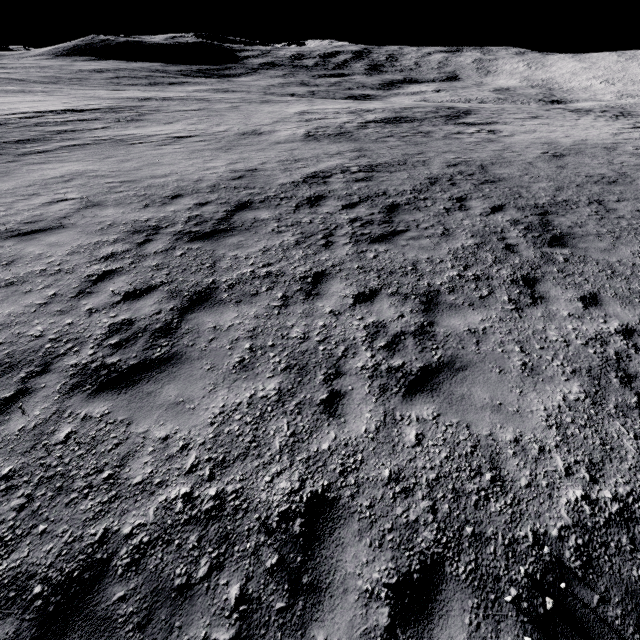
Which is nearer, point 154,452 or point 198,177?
point 154,452
